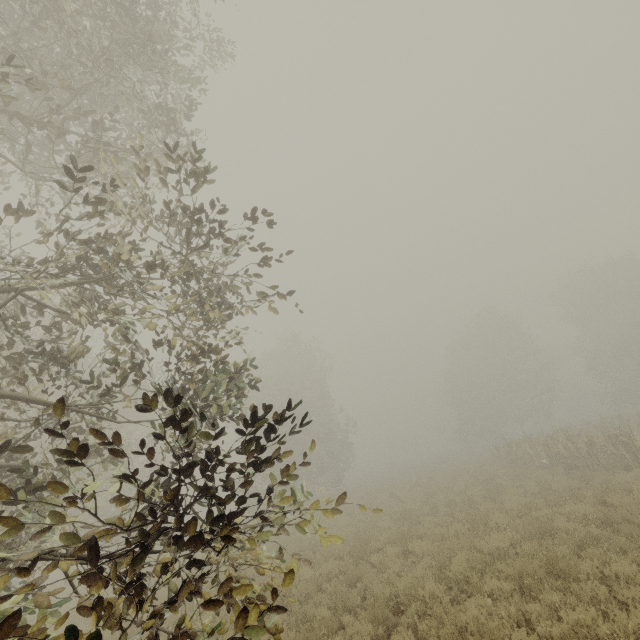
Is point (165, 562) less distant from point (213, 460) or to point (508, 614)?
point (213, 460)
